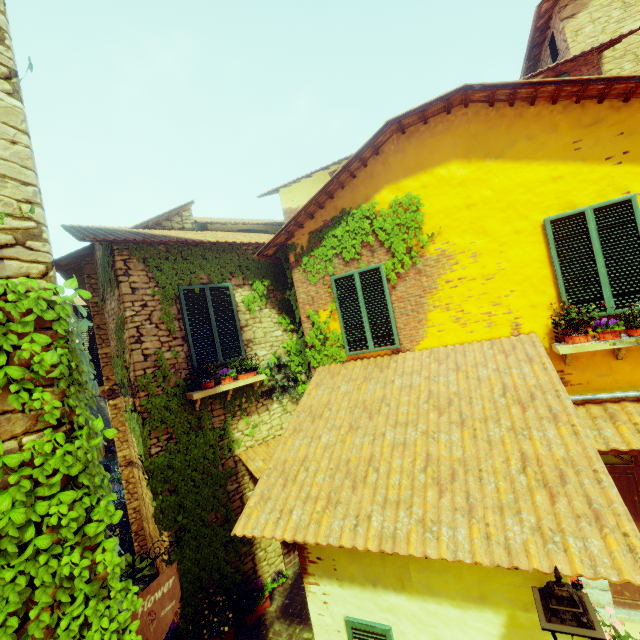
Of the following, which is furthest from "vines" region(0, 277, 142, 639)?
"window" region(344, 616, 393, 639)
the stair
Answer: the stair

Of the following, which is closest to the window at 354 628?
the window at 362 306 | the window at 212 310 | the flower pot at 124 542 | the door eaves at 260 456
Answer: the door eaves at 260 456

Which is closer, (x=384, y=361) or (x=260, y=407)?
(x=384, y=361)

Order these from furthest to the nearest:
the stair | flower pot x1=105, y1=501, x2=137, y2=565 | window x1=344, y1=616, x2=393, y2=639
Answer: flower pot x1=105, y1=501, x2=137, y2=565, the stair, window x1=344, y1=616, x2=393, y2=639

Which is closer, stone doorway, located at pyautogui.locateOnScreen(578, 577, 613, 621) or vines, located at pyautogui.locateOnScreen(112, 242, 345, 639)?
stone doorway, located at pyautogui.locateOnScreen(578, 577, 613, 621)

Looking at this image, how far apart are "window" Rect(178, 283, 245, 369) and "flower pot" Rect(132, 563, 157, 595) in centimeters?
448cm

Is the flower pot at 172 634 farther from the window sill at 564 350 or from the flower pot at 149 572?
the window sill at 564 350

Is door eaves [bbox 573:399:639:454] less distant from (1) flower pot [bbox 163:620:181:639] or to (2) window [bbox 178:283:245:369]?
(2) window [bbox 178:283:245:369]
